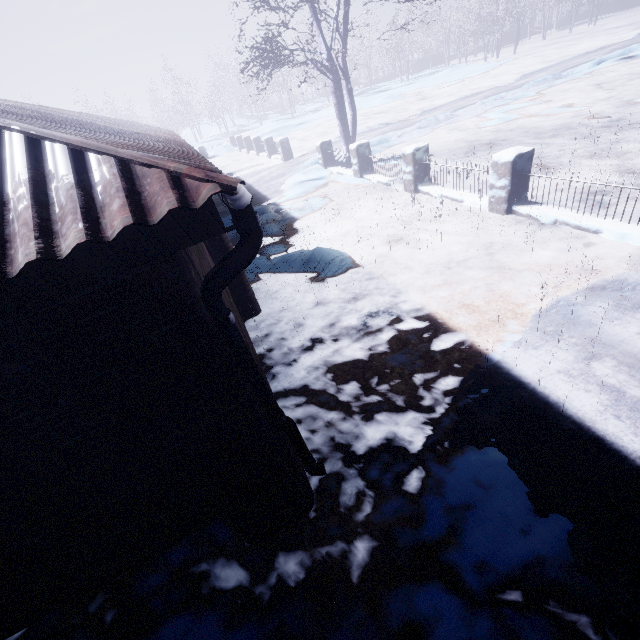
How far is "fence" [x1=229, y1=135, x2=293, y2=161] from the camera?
14.31m

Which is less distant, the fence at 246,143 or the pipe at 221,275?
the pipe at 221,275

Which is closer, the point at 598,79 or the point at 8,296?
the point at 8,296

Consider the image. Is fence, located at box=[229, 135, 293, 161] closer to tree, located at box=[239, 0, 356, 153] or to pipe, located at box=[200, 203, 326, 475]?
tree, located at box=[239, 0, 356, 153]

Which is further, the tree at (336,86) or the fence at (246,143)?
the fence at (246,143)

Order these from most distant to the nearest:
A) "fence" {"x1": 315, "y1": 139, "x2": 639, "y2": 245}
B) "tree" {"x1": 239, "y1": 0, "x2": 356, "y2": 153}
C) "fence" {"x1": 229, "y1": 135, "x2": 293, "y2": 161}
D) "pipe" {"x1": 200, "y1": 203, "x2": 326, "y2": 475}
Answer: "fence" {"x1": 229, "y1": 135, "x2": 293, "y2": 161}
"tree" {"x1": 239, "y1": 0, "x2": 356, "y2": 153}
"fence" {"x1": 315, "y1": 139, "x2": 639, "y2": 245}
"pipe" {"x1": 200, "y1": 203, "x2": 326, "y2": 475}

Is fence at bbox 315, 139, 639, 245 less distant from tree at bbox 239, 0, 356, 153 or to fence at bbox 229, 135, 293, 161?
tree at bbox 239, 0, 356, 153

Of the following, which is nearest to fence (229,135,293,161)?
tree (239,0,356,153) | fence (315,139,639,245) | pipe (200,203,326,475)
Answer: tree (239,0,356,153)
